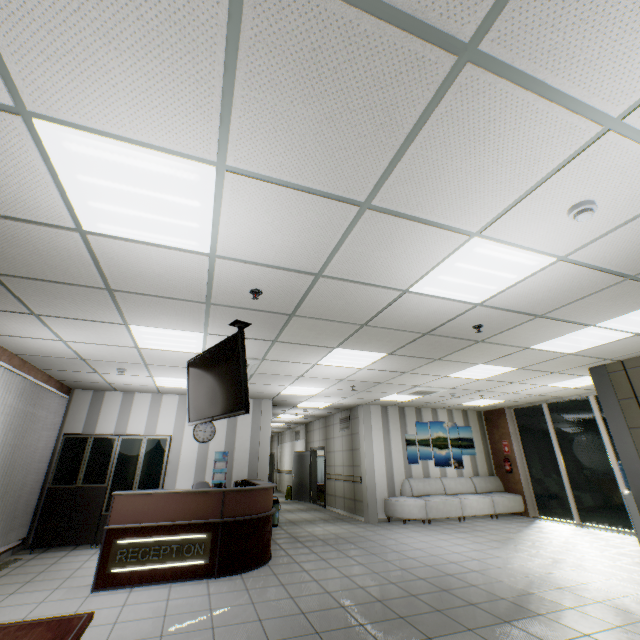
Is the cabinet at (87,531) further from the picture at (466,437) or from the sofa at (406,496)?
the picture at (466,437)

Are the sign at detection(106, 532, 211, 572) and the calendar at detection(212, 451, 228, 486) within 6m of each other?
yes

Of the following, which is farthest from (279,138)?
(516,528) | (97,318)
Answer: (516,528)

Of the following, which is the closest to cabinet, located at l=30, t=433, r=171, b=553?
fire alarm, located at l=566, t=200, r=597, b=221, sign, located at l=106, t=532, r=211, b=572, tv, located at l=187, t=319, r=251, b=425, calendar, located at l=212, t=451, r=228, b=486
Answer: calendar, located at l=212, t=451, r=228, b=486

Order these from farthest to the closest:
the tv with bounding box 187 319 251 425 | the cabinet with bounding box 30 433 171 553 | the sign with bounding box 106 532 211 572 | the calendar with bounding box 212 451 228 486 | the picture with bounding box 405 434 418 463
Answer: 1. the picture with bounding box 405 434 418 463
2. the calendar with bounding box 212 451 228 486
3. the cabinet with bounding box 30 433 171 553
4. the sign with bounding box 106 532 211 572
5. the tv with bounding box 187 319 251 425

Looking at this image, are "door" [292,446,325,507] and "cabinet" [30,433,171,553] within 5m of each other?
no

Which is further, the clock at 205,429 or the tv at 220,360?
the clock at 205,429

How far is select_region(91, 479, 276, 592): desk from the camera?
4.6 meters
